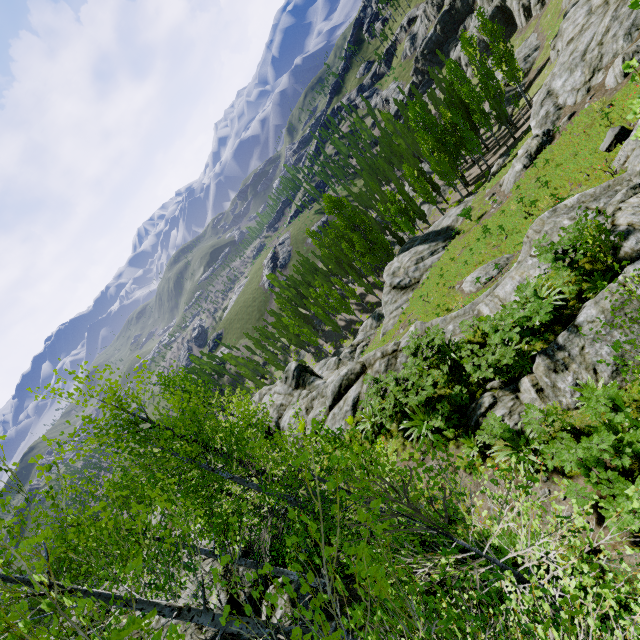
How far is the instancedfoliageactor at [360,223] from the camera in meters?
43.0 m

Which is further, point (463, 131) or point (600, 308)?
point (463, 131)

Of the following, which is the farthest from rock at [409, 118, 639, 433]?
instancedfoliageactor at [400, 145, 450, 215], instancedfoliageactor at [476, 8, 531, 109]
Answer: instancedfoliageactor at [476, 8, 531, 109]

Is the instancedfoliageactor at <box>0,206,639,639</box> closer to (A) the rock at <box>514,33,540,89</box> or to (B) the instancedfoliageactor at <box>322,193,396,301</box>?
(A) the rock at <box>514,33,540,89</box>

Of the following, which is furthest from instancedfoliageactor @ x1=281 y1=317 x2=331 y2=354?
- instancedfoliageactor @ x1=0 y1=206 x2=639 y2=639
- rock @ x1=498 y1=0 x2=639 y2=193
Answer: rock @ x1=498 y1=0 x2=639 y2=193

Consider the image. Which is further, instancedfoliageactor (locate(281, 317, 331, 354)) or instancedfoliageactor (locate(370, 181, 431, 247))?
instancedfoliageactor (locate(281, 317, 331, 354))

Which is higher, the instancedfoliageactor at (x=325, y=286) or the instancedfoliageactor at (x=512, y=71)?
the instancedfoliageactor at (x=512, y=71)
